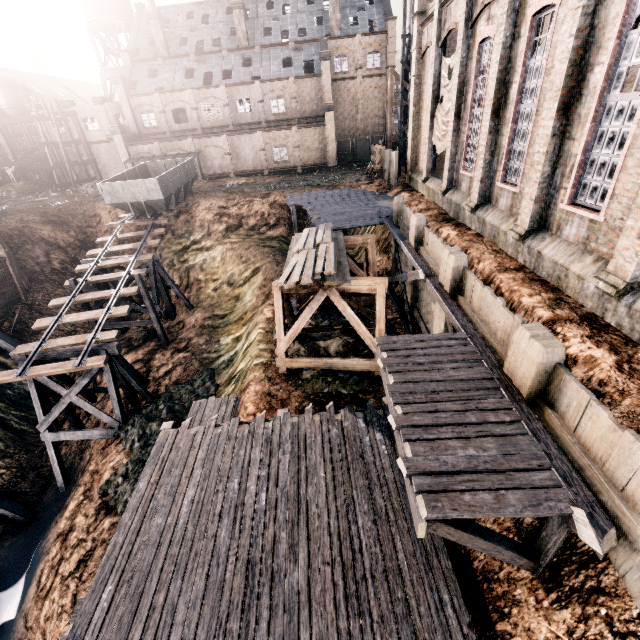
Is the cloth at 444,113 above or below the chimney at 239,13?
below

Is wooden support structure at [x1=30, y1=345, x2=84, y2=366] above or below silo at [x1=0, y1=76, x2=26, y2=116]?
below

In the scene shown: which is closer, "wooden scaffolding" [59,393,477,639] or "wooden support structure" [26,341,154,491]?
"wooden scaffolding" [59,393,477,639]

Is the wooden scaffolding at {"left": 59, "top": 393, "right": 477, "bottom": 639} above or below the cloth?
below

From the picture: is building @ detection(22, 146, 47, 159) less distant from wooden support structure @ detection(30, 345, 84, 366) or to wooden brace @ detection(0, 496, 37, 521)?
wooden support structure @ detection(30, 345, 84, 366)

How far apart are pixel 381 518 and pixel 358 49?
54.7 meters

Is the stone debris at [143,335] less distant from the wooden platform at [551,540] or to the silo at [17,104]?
the wooden platform at [551,540]

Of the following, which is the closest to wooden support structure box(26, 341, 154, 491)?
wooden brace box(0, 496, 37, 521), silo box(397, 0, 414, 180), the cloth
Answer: wooden brace box(0, 496, 37, 521)
